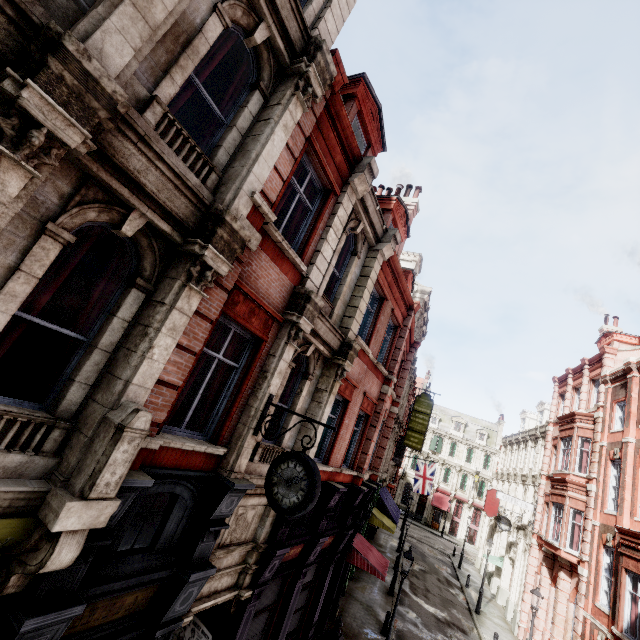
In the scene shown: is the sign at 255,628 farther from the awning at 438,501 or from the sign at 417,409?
the awning at 438,501

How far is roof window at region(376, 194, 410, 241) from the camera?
12.9m

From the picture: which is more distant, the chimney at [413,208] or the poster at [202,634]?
the chimney at [413,208]

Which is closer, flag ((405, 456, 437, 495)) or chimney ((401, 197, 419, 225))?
chimney ((401, 197, 419, 225))

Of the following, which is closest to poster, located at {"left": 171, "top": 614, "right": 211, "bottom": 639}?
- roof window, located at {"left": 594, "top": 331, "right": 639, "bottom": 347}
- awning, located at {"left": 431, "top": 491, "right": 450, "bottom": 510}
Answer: roof window, located at {"left": 594, "top": 331, "right": 639, "bottom": 347}

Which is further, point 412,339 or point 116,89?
point 412,339

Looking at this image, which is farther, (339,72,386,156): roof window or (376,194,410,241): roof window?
(376,194,410,241): roof window

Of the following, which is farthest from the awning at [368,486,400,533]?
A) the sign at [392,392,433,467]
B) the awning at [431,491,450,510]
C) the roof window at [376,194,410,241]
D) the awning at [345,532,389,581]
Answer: the awning at [431,491,450,510]
